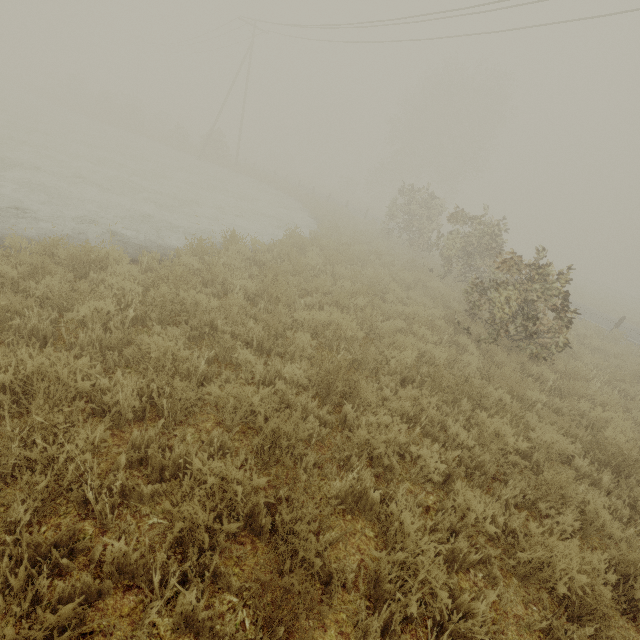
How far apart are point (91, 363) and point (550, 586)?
4.88m
